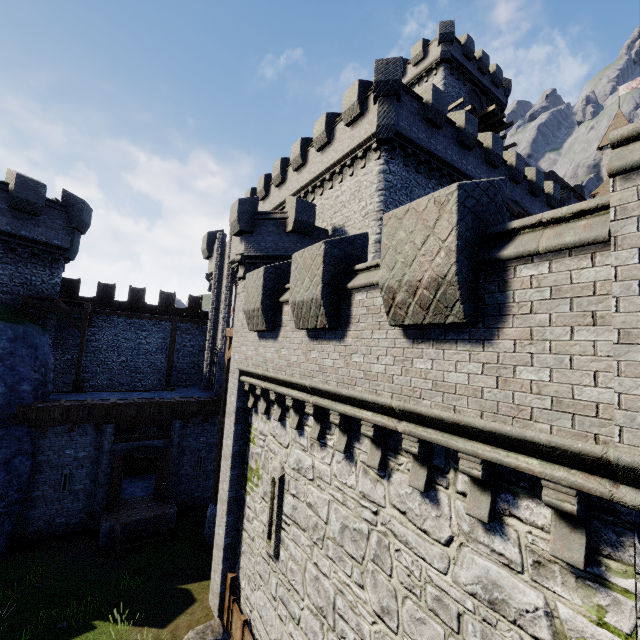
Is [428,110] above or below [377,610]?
above

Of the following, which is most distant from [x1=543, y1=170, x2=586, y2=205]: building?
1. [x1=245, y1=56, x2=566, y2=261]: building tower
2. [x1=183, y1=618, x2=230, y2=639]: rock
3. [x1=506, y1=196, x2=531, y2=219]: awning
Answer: [x1=183, y1=618, x2=230, y2=639]: rock

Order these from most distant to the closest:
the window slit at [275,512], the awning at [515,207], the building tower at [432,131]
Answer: the awning at [515,207], the building tower at [432,131], the window slit at [275,512]

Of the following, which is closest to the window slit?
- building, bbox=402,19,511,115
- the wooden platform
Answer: building, bbox=402,19,511,115

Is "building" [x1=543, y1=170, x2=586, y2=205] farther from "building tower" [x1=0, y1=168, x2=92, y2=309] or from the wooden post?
the wooden post

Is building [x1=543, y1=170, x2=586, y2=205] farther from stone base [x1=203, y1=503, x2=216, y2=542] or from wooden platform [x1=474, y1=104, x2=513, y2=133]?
stone base [x1=203, y1=503, x2=216, y2=542]

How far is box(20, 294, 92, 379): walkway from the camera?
16.9 meters

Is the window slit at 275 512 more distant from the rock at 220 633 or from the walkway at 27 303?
the walkway at 27 303
